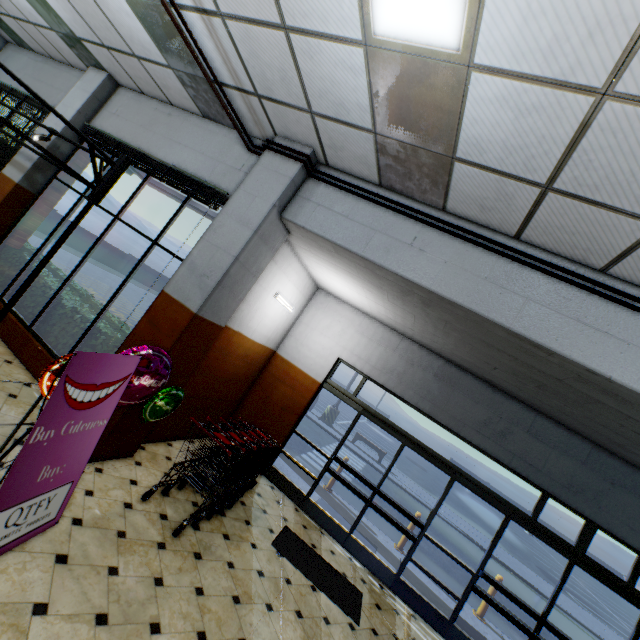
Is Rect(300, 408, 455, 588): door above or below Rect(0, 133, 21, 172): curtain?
below

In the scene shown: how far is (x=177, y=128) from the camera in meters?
5.7 m

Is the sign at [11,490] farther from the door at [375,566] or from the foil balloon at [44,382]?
the door at [375,566]

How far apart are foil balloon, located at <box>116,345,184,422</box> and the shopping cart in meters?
0.3

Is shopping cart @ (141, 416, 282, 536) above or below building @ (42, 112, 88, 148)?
below

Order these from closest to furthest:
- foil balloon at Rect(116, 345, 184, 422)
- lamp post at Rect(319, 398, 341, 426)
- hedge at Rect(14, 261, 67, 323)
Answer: foil balloon at Rect(116, 345, 184, 422), hedge at Rect(14, 261, 67, 323), lamp post at Rect(319, 398, 341, 426)

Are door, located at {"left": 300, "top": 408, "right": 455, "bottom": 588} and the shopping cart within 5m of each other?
Answer: yes

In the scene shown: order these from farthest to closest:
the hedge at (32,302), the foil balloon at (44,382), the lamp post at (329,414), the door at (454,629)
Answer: the lamp post at (329,414), the hedge at (32,302), the door at (454,629), the foil balloon at (44,382)
